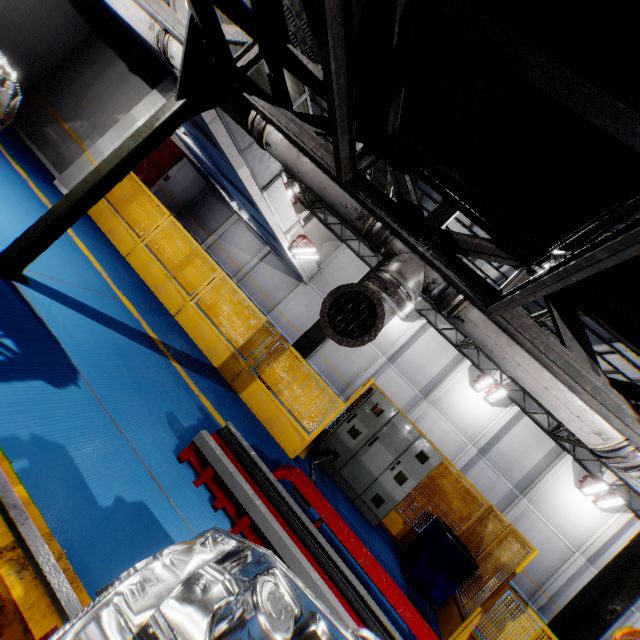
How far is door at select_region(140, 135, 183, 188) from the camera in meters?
21.4

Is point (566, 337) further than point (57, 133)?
No

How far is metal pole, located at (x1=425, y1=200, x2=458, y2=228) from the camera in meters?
7.7 m

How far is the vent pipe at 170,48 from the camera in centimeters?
→ 417cm

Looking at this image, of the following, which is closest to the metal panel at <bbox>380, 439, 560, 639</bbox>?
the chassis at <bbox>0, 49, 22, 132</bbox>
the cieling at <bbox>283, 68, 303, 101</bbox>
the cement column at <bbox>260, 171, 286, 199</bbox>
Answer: the chassis at <bbox>0, 49, 22, 132</bbox>

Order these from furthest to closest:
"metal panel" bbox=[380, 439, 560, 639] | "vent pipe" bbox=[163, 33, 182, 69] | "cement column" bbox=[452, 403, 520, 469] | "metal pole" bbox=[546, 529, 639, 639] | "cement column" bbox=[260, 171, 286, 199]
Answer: "cement column" bbox=[452, 403, 520, 469], "cement column" bbox=[260, 171, 286, 199], "metal pole" bbox=[546, 529, 639, 639], "metal panel" bbox=[380, 439, 560, 639], "vent pipe" bbox=[163, 33, 182, 69]

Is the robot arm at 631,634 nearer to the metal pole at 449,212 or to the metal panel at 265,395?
the metal panel at 265,395

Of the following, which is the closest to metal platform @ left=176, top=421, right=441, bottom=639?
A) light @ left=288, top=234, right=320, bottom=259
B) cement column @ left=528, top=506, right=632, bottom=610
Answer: light @ left=288, top=234, right=320, bottom=259
